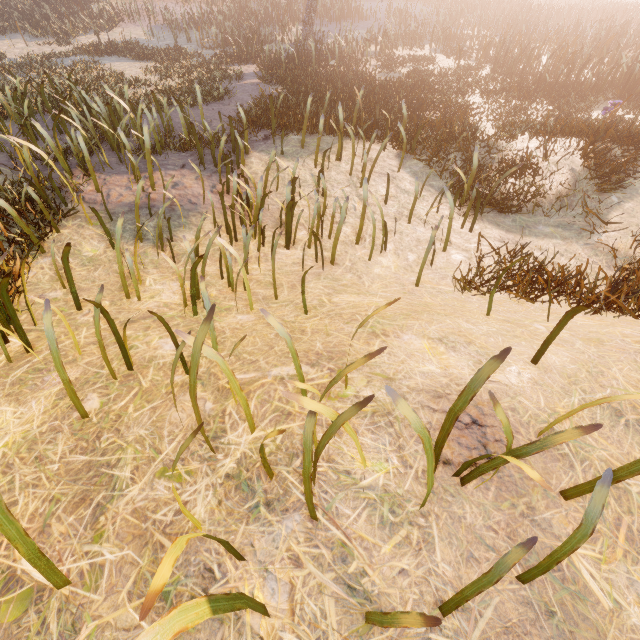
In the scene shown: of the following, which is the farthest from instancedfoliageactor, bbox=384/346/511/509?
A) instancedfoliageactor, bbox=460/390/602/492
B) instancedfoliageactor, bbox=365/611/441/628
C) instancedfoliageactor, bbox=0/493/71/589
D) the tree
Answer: the tree

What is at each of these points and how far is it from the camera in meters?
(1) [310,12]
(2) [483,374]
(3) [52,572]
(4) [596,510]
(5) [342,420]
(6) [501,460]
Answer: (1) tree, 16.2
(2) instancedfoliageactor, 1.4
(3) instancedfoliageactor, 1.5
(4) instancedfoliageactor, 1.2
(5) instancedfoliageactor, 1.3
(6) instancedfoliageactor, 1.5

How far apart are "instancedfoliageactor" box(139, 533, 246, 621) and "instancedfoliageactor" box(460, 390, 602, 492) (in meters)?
1.16

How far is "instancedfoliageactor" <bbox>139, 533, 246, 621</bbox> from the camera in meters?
0.9 m

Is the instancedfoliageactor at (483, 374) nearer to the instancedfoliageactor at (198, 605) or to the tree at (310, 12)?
the instancedfoliageactor at (198, 605)

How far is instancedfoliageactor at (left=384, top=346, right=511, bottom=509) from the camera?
1.4m

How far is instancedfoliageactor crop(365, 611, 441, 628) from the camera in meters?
1.0

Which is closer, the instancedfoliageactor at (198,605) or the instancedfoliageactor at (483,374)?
the instancedfoliageactor at (198,605)
